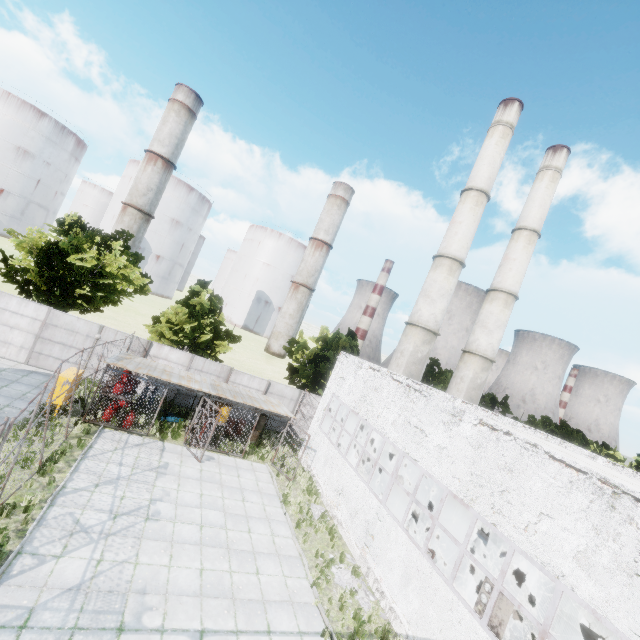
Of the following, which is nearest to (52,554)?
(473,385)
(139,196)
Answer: (473,385)

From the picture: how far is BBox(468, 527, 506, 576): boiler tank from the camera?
13.7m

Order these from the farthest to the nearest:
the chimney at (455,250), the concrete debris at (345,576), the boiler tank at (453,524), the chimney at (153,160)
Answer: the chimney at (153,160) → the chimney at (455,250) → the boiler tank at (453,524) → the concrete debris at (345,576)

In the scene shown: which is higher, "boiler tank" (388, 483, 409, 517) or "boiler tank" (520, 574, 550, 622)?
"boiler tank" (520, 574, 550, 622)

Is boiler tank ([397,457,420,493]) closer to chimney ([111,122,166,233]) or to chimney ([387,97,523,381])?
chimney ([387,97,523,381])

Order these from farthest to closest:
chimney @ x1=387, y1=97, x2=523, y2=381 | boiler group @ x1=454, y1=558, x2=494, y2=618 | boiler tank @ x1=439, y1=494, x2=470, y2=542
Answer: chimney @ x1=387, y1=97, x2=523, y2=381 → boiler tank @ x1=439, y1=494, x2=470, y2=542 → boiler group @ x1=454, y1=558, x2=494, y2=618

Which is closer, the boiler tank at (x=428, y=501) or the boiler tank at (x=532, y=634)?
the boiler tank at (x=532, y=634)
